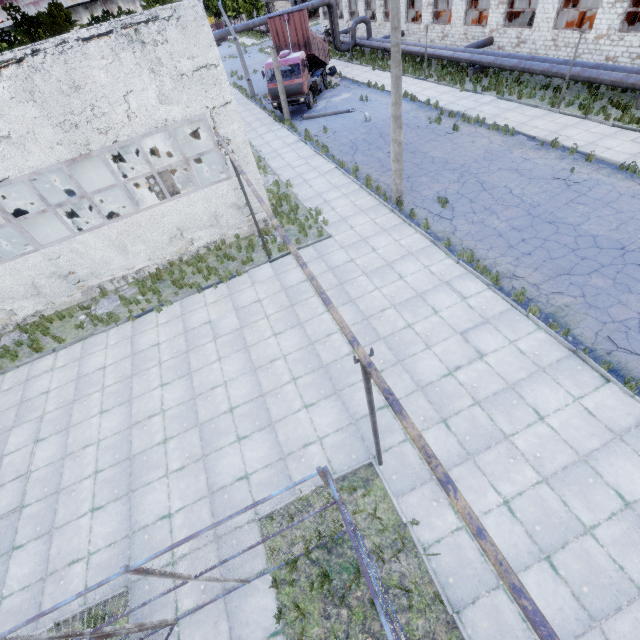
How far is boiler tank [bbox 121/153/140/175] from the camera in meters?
22.4

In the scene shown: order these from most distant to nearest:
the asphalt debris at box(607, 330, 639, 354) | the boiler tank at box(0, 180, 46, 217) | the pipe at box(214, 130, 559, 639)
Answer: the boiler tank at box(0, 180, 46, 217), the asphalt debris at box(607, 330, 639, 354), the pipe at box(214, 130, 559, 639)

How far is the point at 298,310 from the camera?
11.5 meters

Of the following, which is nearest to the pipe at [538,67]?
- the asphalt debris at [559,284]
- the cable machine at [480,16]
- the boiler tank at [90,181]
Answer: the cable machine at [480,16]

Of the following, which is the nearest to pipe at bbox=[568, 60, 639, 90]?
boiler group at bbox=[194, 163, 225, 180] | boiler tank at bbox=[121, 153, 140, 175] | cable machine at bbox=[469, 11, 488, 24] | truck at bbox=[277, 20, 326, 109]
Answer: cable machine at bbox=[469, 11, 488, 24]

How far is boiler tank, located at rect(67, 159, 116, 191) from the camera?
16.06m

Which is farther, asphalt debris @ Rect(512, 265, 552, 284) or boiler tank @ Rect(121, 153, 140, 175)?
boiler tank @ Rect(121, 153, 140, 175)

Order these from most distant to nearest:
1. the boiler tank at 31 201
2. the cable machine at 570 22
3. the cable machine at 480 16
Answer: the cable machine at 480 16, the cable machine at 570 22, the boiler tank at 31 201
